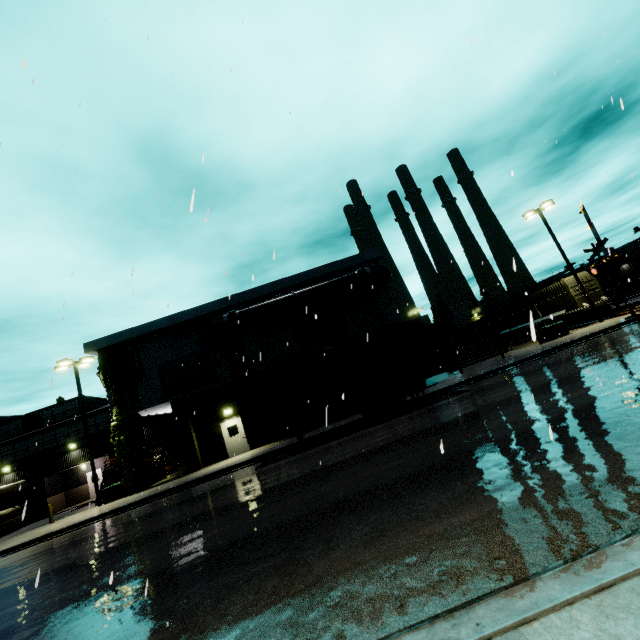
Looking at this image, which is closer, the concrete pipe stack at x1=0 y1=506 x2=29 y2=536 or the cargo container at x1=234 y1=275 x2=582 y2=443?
the cargo container at x1=234 y1=275 x2=582 y2=443

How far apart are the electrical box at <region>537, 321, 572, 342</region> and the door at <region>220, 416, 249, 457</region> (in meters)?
22.71

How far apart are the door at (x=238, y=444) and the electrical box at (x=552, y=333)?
22.7m

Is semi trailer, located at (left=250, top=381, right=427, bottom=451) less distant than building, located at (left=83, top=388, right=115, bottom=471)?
Yes

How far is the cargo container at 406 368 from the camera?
15.4 meters

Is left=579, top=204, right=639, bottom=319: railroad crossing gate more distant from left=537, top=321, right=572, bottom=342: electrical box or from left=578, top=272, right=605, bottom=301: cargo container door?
left=578, top=272, right=605, bottom=301: cargo container door

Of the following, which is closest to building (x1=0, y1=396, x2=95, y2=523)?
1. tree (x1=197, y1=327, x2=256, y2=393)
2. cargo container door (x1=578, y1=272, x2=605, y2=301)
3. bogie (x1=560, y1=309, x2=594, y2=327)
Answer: tree (x1=197, y1=327, x2=256, y2=393)

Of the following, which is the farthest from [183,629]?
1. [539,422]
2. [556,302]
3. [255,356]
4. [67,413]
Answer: [67,413]
